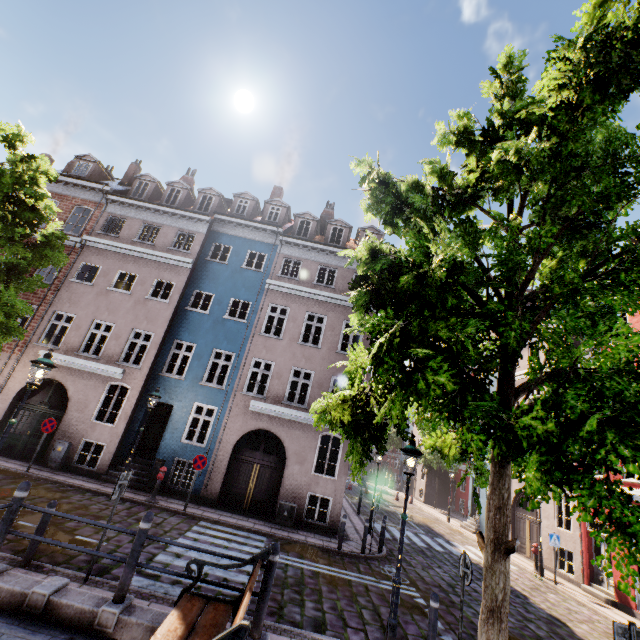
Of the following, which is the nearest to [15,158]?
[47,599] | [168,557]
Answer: [47,599]

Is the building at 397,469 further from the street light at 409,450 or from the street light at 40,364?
the street light at 409,450

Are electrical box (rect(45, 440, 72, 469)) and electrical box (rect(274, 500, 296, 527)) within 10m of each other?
yes

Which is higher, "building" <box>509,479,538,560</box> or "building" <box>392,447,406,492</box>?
"building" <box>392,447,406,492</box>

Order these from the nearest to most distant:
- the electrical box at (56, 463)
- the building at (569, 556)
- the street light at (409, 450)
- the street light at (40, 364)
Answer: the street light at (409, 450), the street light at (40, 364), the building at (569, 556), the electrical box at (56, 463)

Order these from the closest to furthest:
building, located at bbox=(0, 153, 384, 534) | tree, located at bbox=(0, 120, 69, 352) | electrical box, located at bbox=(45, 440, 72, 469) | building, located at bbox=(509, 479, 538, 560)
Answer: tree, located at bbox=(0, 120, 69, 352)
electrical box, located at bbox=(45, 440, 72, 469)
building, located at bbox=(0, 153, 384, 534)
building, located at bbox=(509, 479, 538, 560)

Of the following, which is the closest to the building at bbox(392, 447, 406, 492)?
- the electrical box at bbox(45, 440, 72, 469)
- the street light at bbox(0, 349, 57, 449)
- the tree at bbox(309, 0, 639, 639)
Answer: the electrical box at bbox(45, 440, 72, 469)

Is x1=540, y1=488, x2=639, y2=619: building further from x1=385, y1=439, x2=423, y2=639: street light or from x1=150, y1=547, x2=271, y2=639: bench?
x1=150, y1=547, x2=271, y2=639: bench
